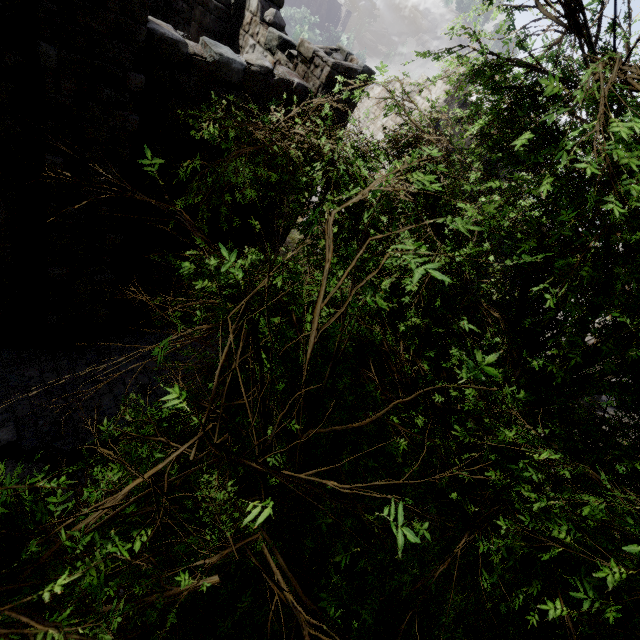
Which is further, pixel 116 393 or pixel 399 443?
pixel 116 393

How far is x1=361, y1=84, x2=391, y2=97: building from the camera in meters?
21.3 m

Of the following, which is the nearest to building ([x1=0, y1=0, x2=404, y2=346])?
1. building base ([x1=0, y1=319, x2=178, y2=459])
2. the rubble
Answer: building base ([x1=0, y1=319, x2=178, y2=459])

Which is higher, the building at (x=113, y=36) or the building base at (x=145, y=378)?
the building at (x=113, y=36)

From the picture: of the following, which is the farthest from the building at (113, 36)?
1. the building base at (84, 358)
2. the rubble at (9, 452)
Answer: the rubble at (9, 452)

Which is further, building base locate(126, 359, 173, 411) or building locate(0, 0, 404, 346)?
building base locate(126, 359, 173, 411)

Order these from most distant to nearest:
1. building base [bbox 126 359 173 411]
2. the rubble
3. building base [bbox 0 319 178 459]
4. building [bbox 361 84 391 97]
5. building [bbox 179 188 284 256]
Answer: building [bbox 361 84 391 97] → building base [bbox 126 359 173 411] → building [bbox 179 188 284 256] → building base [bbox 0 319 178 459] → the rubble
